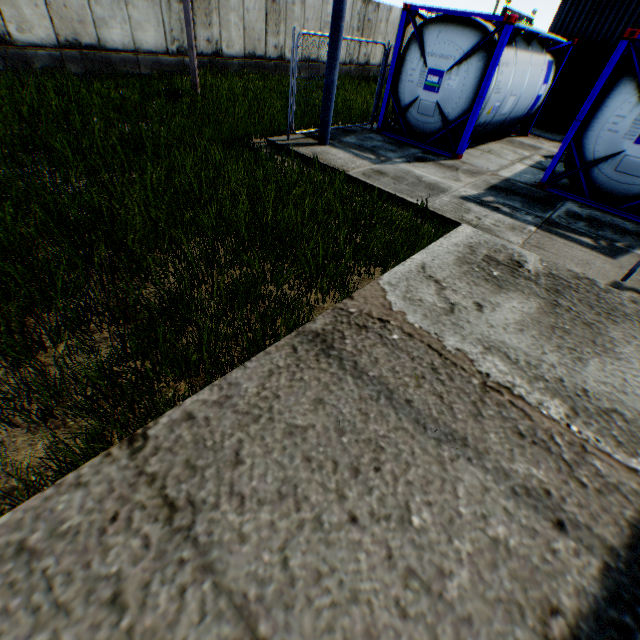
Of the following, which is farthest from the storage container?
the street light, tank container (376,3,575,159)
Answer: the street light

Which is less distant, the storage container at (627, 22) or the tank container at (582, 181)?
the tank container at (582, 181)

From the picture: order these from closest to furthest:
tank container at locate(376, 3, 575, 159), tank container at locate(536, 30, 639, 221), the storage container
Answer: tank container at locate(536, 30, 639, 221)
tank container at locate(376, 3, 575, 159)
the storage container

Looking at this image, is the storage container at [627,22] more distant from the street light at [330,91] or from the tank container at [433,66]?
the street light at [330,91]

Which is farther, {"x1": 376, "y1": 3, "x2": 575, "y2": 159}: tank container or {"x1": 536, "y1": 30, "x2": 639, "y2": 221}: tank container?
{"x1": 376, "y1": 3, "x2": 575, "y2": 159}: tank container

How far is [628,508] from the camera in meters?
1.9

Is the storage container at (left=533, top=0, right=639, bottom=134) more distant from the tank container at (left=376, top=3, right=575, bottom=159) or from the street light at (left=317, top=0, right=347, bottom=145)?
the street light at (left=317, top=0, right=347, bottom=145)
